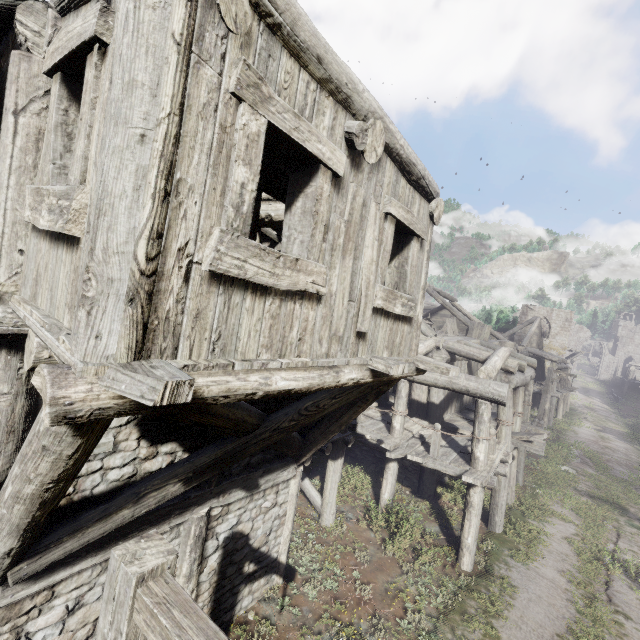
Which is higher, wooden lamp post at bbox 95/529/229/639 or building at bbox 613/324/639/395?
building at bbox 613/324/639/395

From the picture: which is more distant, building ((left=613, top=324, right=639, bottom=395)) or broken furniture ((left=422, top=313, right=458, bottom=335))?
building ((left=613, top=324, right=639, bottom=395))

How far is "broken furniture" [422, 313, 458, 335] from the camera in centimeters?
1527cm

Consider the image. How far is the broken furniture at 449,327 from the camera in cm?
1527

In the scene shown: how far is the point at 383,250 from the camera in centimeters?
417cm

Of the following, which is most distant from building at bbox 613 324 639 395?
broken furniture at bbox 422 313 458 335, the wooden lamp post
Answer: the wooden lamp post

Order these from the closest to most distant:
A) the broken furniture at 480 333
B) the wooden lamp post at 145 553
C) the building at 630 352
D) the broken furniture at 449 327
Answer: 1. the wooden lamp post at 145 553
2. the broken furniture at 449 327
3. the broken furniture at 480 333
4. the building at 630 352

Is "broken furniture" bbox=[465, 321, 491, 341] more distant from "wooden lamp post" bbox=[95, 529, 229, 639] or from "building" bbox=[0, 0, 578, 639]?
"wooden lamp post" bbox=[95, 529, 229, 639]
